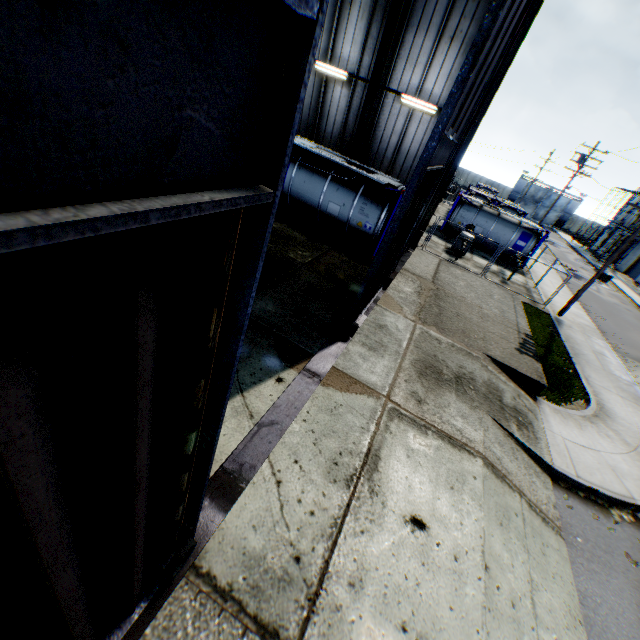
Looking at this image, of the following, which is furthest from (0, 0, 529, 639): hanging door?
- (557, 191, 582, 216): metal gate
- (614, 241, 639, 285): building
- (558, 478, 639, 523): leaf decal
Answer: (557, 191, 582, 216): metal gate

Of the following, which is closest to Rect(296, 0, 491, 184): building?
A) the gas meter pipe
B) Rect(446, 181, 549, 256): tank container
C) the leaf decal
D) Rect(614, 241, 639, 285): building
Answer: the gas meter pipe

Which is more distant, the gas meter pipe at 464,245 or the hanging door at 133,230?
the gas meter pipe at 464,245

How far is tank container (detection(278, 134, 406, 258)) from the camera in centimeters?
1334cm

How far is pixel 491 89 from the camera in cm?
1238

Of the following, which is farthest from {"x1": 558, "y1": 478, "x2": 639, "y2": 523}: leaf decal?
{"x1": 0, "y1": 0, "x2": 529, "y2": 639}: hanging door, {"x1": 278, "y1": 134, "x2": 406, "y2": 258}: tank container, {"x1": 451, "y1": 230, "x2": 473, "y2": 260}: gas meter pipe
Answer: {"x1": 451, "y1": 230, "x2": 473, "y2": 260}: gas meter pipe

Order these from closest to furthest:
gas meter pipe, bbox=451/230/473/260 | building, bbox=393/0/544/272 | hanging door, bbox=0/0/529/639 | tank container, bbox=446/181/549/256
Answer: hanging door, bbox=0/0/529/639 < building, bbox=393/0/544/272 < gas meter pipe, bbox=451/230/473/260 < tank container, bbox=446/181/549/256

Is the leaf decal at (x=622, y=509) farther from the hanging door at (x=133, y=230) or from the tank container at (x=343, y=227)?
the tank container at (x=343, y=227)
